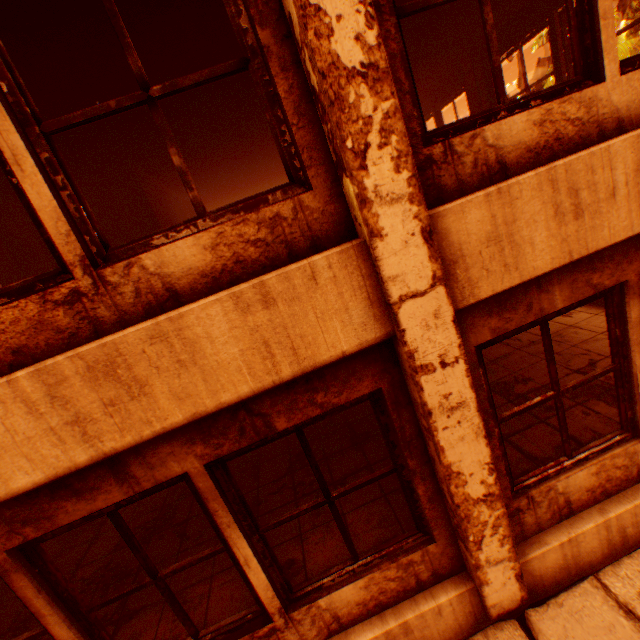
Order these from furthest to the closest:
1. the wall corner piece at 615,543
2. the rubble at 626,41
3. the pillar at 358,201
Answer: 1. the rubble at 626,41
2. the wall corner piece at 615,543
3. the pillar at 358,201

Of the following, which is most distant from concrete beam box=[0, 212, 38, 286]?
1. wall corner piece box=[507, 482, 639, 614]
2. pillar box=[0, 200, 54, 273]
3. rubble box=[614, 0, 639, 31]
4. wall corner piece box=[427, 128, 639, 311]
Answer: rubble box=[614, 0, 639, 31]

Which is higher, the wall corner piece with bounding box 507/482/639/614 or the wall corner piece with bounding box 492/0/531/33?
the wall corner piece with bounding box 492/0/531/33

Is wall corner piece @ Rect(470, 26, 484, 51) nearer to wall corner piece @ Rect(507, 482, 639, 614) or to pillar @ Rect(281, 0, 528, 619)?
pillar @ Rect(281, 0, 528, 619)

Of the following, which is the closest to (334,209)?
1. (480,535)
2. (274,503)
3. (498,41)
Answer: (480,535)

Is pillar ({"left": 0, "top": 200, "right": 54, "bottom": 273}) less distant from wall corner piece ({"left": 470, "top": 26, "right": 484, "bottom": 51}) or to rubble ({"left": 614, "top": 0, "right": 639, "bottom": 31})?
wall corner piece ({"left": 470, "top": 26, "right": 484, "bottom": 51})

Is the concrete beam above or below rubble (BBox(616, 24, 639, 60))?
below

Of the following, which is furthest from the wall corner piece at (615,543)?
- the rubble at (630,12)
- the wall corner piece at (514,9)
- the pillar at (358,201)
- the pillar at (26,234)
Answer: the rubble at (630,12)
